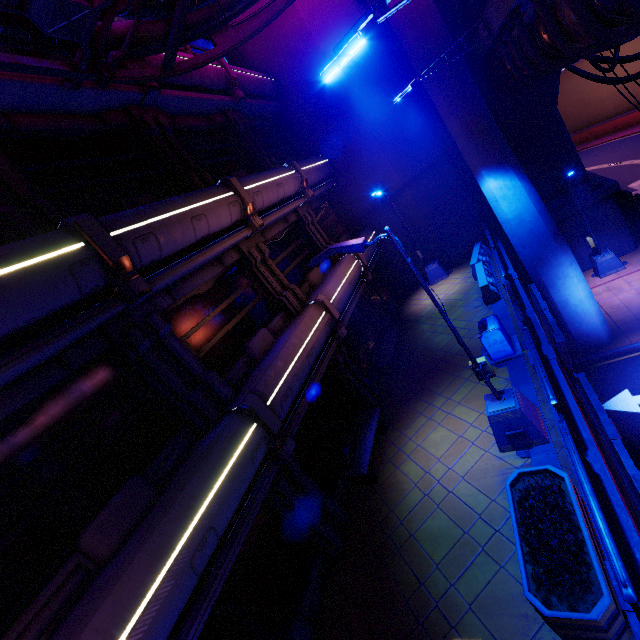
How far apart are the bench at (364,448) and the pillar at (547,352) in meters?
4.6

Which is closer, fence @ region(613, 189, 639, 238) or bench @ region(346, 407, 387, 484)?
bench @ region(346, 407, 387, 484)

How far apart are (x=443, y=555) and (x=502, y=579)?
1.2m

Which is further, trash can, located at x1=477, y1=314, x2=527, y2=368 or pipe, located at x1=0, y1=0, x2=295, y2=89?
trash can, located at x1=477, y1=314, x2=527, y2=368

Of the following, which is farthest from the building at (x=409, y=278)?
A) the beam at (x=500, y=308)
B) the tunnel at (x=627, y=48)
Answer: the tunnel at (x=627, y=48)

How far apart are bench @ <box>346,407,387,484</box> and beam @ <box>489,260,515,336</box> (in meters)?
4.60

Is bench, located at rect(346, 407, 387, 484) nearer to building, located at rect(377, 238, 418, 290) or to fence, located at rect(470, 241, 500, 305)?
fence, located at rect(470, 241, 500, 305)

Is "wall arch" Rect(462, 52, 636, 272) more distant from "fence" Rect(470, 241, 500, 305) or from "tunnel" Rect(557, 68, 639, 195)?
"fence" Rect(470, 241, 500, 305)
